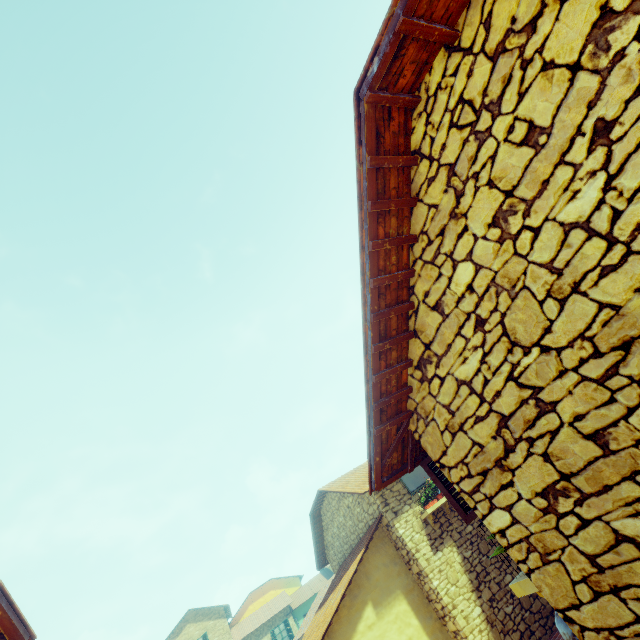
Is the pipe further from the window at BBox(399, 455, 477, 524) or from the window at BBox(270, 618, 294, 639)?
the window at BBox(270, 618, 294, 639)

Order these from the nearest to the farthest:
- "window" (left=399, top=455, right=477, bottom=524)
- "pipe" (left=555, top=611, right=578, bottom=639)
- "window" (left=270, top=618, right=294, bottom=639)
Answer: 1. "pipe" (left=555, top=611, right=578, bottom=639)
2. "window" (left=399, top=455, right=477, bottom=524)
3. "window" (left=270, top=618, right=294, bottom=639)

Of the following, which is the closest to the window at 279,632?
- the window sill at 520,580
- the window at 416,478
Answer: the window at 416,478

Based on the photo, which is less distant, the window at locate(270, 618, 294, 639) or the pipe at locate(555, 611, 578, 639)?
the pipe at locate(555, 611, 578, 639)

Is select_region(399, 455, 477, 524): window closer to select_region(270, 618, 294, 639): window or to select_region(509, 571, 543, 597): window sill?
select_region(509, 571, 543, 597): window sill

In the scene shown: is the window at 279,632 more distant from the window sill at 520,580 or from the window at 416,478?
the window sill at 520,580

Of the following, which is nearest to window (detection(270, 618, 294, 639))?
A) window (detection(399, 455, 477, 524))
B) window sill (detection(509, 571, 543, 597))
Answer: window (detection(399, 455, 477, 524))

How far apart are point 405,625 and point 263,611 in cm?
3402
